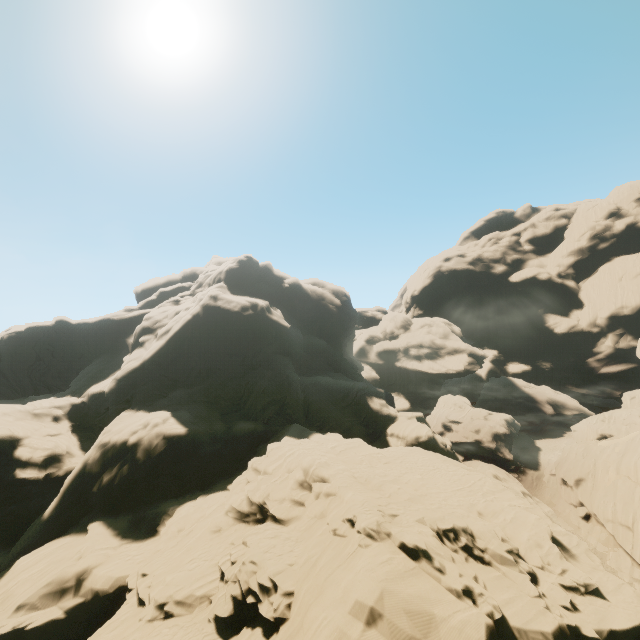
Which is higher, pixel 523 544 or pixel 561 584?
pixel 523 544
